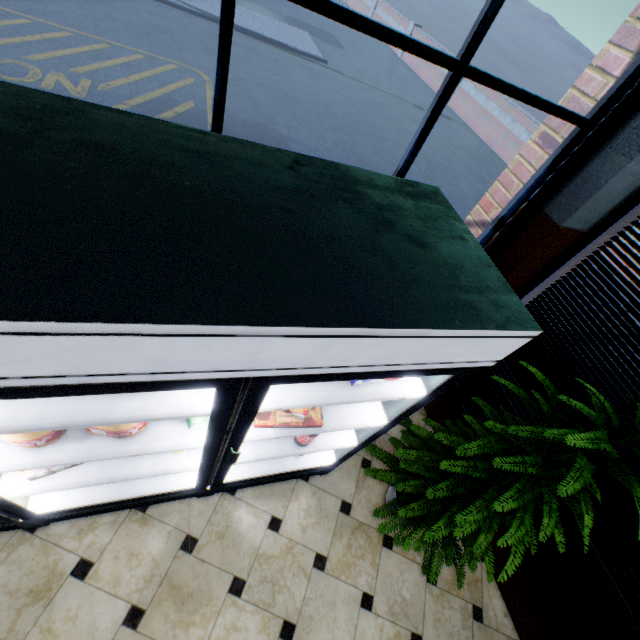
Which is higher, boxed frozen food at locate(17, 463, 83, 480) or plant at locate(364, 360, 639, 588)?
boxed frozen food at locate(17, 463, 83, 480)

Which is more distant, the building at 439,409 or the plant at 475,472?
the building at 439,409

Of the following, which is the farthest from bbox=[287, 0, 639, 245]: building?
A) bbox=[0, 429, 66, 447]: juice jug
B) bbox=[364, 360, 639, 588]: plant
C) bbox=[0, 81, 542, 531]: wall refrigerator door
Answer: bbox=[0, 429, 66, 447]: juice jug

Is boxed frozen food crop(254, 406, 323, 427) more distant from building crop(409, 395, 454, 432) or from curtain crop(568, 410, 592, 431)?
curtain crop(568, 410, 592, 431)

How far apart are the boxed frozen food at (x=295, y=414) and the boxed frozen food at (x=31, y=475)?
0.69m

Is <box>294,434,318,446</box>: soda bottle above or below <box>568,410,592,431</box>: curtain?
below

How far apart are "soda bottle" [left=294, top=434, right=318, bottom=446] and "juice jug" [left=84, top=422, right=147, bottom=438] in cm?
91

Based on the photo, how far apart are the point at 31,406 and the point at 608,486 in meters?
3.0
